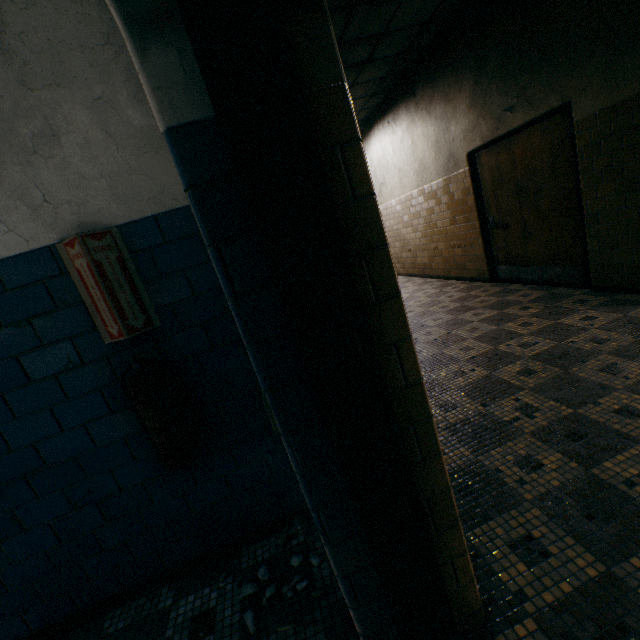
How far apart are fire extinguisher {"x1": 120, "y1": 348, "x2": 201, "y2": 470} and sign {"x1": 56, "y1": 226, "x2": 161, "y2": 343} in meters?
0.1 m

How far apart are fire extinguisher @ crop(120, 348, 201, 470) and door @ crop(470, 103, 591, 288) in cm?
479

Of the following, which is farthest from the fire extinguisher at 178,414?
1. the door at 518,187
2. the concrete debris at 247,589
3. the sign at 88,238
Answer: the door at 518,187

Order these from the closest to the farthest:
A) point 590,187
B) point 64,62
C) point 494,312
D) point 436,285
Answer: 1. point 64,62
2. point 590,187
3. point 494,312
4. point 436,285

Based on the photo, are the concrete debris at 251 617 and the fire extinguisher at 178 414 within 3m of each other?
yes

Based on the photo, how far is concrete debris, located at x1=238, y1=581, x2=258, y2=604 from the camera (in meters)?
1.68

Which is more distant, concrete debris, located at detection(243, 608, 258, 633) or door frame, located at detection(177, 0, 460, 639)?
concrete debris, located at detection(243, 608, 258, 633)

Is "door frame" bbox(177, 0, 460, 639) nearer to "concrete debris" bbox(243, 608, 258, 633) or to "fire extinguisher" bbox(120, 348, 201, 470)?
"concrete debris" bbox(243, 608, 258, 633)
